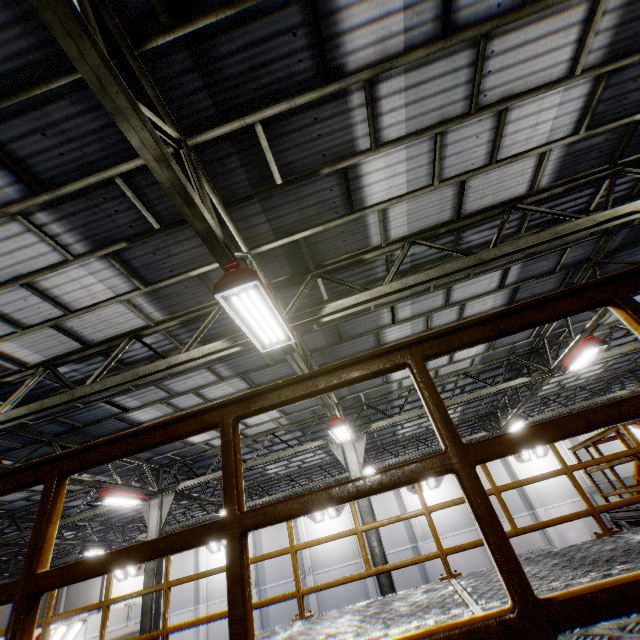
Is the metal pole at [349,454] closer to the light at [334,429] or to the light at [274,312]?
the light at [334,429]

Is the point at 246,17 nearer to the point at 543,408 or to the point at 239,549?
the point at 239,549

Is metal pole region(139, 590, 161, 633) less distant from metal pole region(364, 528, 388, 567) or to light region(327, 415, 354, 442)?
metal pole region(364, 528, 388, 567)

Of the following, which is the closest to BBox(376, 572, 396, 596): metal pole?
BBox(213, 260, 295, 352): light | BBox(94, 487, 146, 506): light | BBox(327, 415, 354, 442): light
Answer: BBox(327, 415, 354, 442): light

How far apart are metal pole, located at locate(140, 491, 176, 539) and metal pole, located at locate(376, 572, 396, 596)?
6.0m

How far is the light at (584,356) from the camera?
9.0m

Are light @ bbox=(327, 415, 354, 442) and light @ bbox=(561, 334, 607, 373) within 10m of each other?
yes
